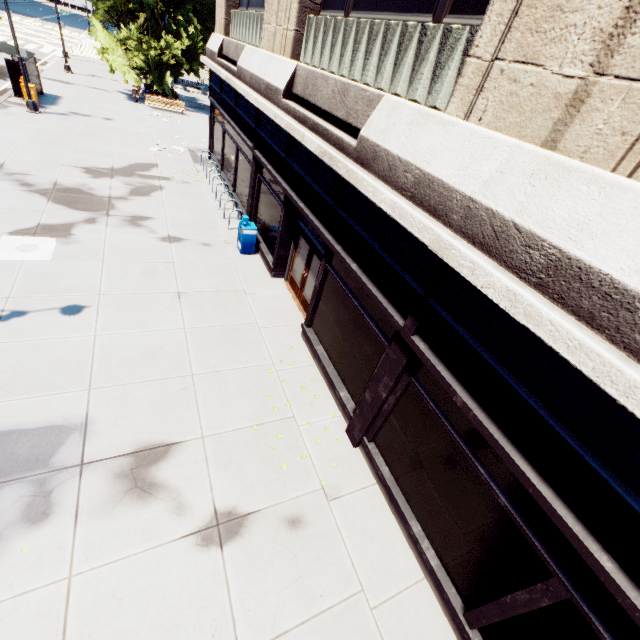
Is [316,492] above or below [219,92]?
below

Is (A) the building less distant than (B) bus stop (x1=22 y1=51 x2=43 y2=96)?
Yes

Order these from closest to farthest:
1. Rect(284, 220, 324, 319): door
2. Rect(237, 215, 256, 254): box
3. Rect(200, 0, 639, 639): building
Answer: Rect(200, 0, 639, 639): building → Rect(284, 220, 324, 319): door → Rect(237, 215, 256, 254): box

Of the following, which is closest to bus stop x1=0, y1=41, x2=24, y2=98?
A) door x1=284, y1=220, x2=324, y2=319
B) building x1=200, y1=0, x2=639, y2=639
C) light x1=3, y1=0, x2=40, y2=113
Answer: light x1=3, y1=0, x2=40, y2=113

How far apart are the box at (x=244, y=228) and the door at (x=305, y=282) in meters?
1.9 m

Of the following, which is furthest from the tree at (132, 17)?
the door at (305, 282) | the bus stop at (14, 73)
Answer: the door at (305, 282)

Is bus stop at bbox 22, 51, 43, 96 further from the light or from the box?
the box

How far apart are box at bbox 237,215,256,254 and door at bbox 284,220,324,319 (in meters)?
1.87
